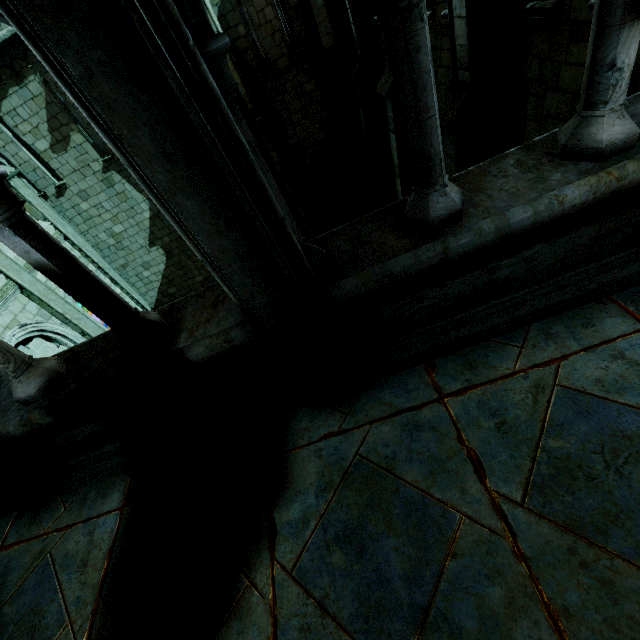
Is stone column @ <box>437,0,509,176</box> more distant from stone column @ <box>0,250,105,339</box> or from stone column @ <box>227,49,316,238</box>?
stone column @ <box>0,250,105,339</box>

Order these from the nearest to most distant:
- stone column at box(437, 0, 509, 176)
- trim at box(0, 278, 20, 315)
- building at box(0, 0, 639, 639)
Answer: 1. building at box(0, 0, 639, 639)
2. stone column at box(437, 0, 509, 176)
3. trim at box(0, 278, 20, 315)

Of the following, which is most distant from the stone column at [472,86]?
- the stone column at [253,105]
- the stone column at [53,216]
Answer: the stone column at [53,216]

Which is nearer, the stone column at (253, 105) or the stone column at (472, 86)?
the stone column at (472, 86)

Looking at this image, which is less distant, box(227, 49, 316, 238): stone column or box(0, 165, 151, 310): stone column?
box(227, 49, 316, 238): stone column

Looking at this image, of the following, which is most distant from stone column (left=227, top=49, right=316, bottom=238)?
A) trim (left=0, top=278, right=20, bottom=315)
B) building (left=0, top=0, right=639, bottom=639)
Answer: building (left=0, top=0, right=639, bottom=639)

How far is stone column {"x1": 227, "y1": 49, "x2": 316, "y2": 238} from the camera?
9.81m

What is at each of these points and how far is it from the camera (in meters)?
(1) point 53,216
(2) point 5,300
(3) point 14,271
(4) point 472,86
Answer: (1) stone column, 11.90
(2) trim, 9.34
(3) stone column, 9.75
(4) stone column, 4.54
